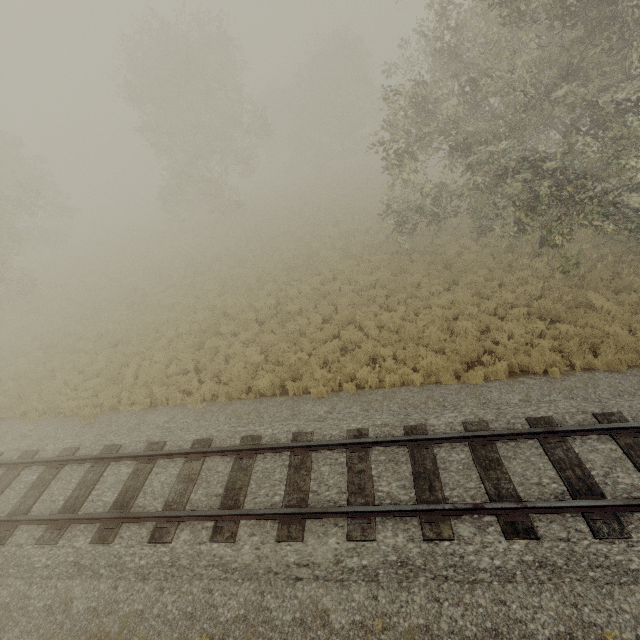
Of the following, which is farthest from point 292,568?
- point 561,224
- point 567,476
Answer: point 561,224
